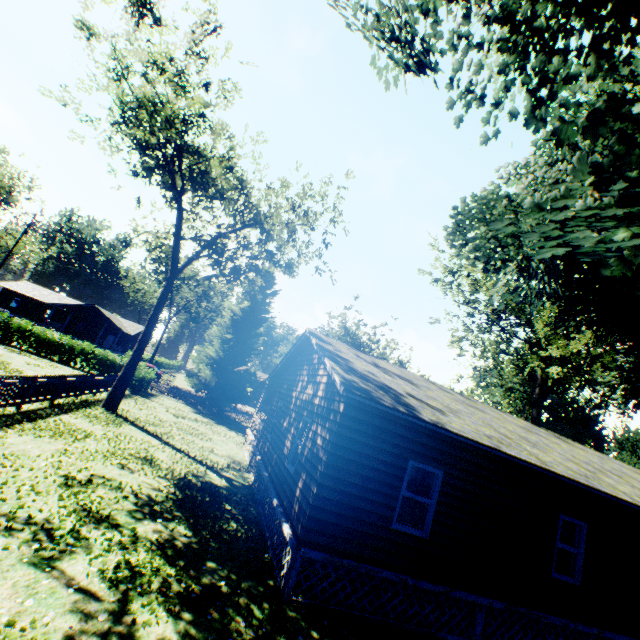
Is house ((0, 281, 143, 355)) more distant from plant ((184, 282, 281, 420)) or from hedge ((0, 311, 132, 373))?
plant ((184, 282, 281, 420))

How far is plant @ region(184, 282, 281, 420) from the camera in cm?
2917

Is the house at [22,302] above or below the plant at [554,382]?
below

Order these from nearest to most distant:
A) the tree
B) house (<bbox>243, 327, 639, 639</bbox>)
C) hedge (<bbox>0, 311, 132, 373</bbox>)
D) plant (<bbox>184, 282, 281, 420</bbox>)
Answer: house (<bbox>243, 327, 639, 639</bbox>), the tree, hedge (<bbox>0, 311, 132, 373</bbox>), plant (<bbox>184, 282, 281, 420</bbox>)

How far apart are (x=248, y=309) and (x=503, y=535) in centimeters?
2590cm

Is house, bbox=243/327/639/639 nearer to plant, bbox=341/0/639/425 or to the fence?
plant, bbox=341/0/639/425

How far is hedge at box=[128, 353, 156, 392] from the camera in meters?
26.0

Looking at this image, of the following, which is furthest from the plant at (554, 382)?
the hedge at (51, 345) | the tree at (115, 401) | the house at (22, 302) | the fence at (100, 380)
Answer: the house at (22, 302)
